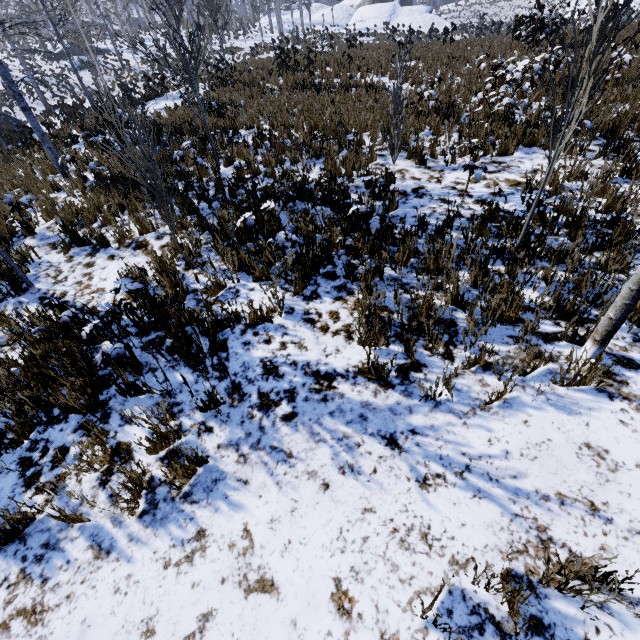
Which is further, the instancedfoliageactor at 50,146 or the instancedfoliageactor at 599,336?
the instancedfoliageactor at 50,146

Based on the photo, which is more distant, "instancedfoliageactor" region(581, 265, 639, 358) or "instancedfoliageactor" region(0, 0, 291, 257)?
"instancedfoliageactor" region(0, 0, 291, 257)

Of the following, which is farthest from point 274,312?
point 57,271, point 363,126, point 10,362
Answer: point 363,126
